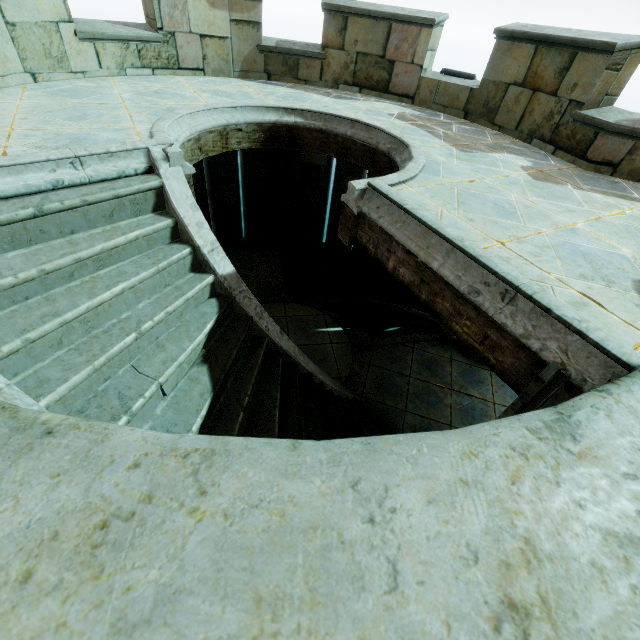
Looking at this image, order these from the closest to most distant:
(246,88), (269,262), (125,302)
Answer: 1. (125,302)
2. (246,88)
3. (269,262)
